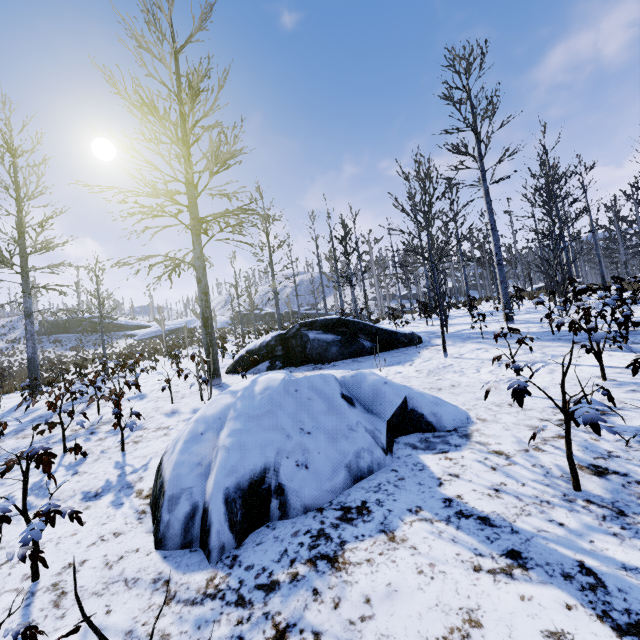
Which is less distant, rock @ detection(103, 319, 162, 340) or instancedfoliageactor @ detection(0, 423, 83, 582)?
instancedfoliageactor @ detection(0, 423, 83, 582)

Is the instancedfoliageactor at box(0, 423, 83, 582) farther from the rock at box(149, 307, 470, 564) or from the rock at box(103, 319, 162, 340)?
the rock at box(103, 319, 162, 340)

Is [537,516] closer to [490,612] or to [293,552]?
[490,612]

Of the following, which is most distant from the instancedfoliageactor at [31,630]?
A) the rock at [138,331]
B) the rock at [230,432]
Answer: the rock at [138,331]

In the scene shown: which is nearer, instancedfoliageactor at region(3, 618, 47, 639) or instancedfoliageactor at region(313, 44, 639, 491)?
instancedfoliageactor at region(3, 618, 47, 639)

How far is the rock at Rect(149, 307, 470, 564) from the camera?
2.63m

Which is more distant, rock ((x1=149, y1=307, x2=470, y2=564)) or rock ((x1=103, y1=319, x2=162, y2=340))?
rock ((x1=103, y1=319, x2=162, y2=340))
